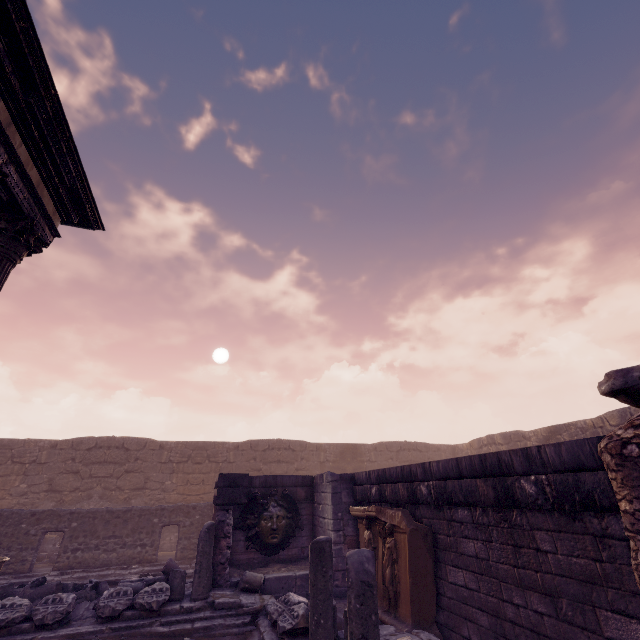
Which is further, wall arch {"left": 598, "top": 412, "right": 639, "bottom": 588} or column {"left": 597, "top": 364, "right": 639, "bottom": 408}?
wall arch {"left": 598, "top": 412, "right": 639, "bottom": 588}

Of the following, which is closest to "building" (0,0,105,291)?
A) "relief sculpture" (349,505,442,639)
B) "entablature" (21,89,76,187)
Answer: "entablature" (21,89,76,187)

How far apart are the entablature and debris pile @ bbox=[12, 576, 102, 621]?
8.61m

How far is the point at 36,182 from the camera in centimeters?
550cm

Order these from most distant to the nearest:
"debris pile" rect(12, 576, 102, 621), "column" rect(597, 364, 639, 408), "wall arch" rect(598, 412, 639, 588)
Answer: "debris pile" rect(12, 576, 102, 621) → "wall arch" rect(598, 412, 639, 588) → "column" rect(597, 364, 639, 408)

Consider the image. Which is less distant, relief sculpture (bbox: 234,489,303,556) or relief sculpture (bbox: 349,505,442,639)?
relief sculpture (bbox: 349,505,442,639)

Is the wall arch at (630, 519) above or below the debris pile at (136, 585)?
above

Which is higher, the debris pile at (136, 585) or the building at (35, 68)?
the building at (35, 68)
